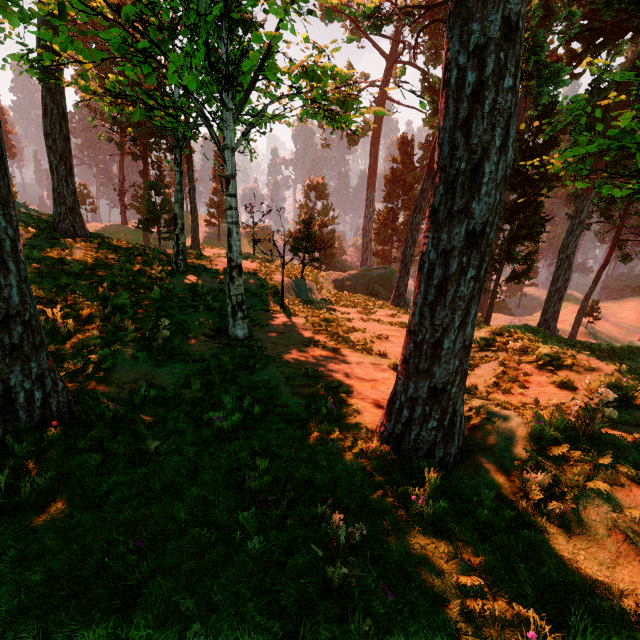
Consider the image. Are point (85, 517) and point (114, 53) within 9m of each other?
yes
